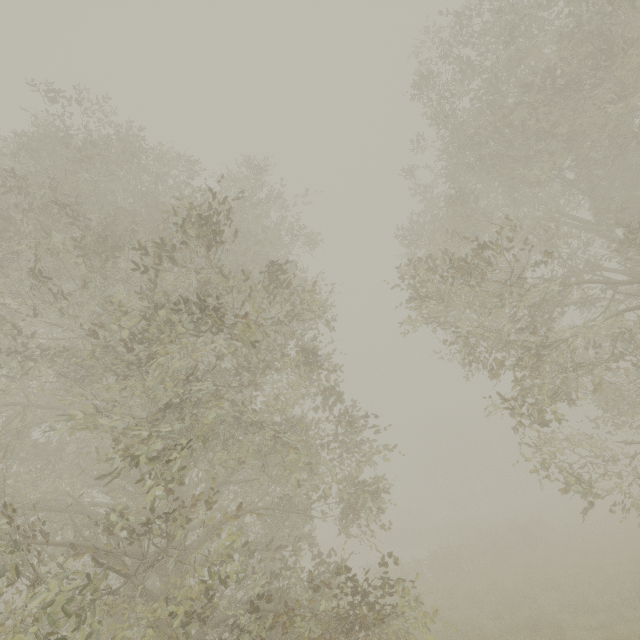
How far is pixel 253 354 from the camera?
7.6 meters
